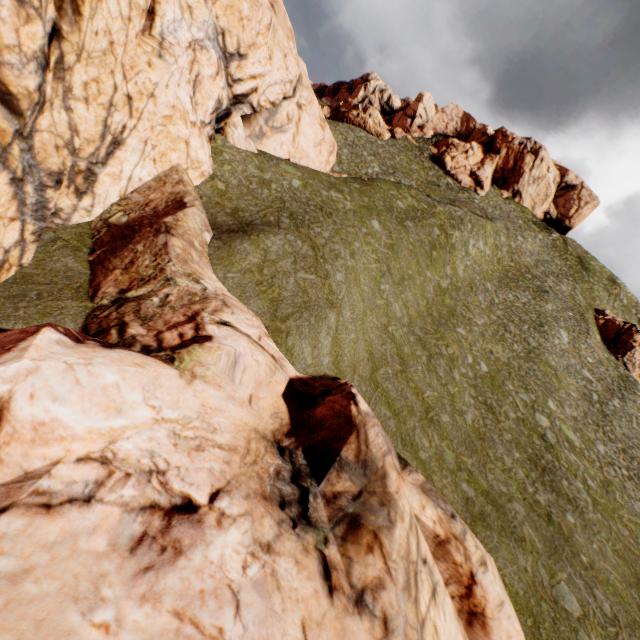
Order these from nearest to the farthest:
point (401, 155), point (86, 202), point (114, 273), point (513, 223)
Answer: point (114, 273) < point (86, 202) < point (513, 223) < point (401, 155)

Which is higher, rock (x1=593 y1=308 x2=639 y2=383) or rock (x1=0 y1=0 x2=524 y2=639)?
rock (x1=593 y1=308 x2=639 y2=383)

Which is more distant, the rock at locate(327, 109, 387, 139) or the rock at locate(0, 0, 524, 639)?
the rock at locate(327, 109, 387, 139)

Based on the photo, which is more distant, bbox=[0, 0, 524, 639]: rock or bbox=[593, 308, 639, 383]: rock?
bbox=[593, 308, 639, 383]: rock

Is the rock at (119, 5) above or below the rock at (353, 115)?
below

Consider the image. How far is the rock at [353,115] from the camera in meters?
56.8

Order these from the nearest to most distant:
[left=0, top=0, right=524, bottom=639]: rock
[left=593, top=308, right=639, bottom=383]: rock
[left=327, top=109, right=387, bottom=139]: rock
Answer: [left=0, top=0, right=524, bottom=639]: rock < [left=593, top=308, right=639, bottom=383]: rock < [left=327, top=109, right=387, bottom=139]: rock
